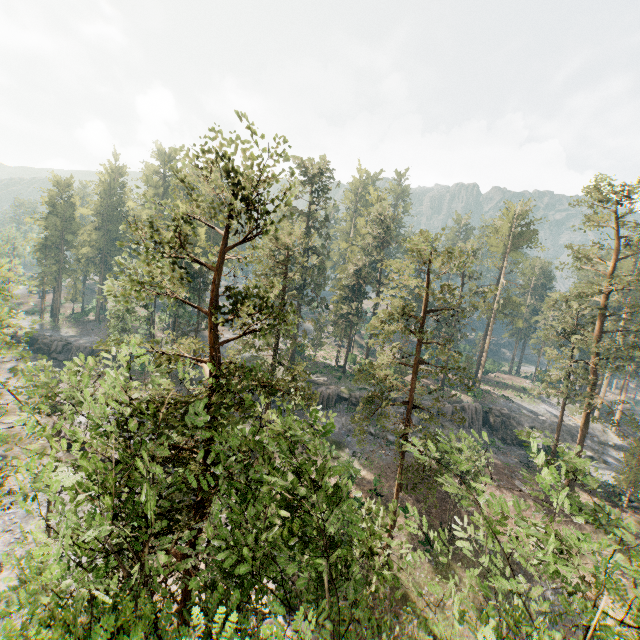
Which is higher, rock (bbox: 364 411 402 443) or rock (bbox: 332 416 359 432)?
rock (bbox: 332 416 359 432)

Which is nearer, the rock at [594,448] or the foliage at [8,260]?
the foliage at [8,260]

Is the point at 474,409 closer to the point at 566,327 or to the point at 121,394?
the point at 566,327

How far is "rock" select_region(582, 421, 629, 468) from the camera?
44.06m

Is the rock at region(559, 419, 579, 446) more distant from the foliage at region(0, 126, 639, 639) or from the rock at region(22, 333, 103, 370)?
the rock at region(22, 333, 103, 370)

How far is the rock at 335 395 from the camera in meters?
41.7
